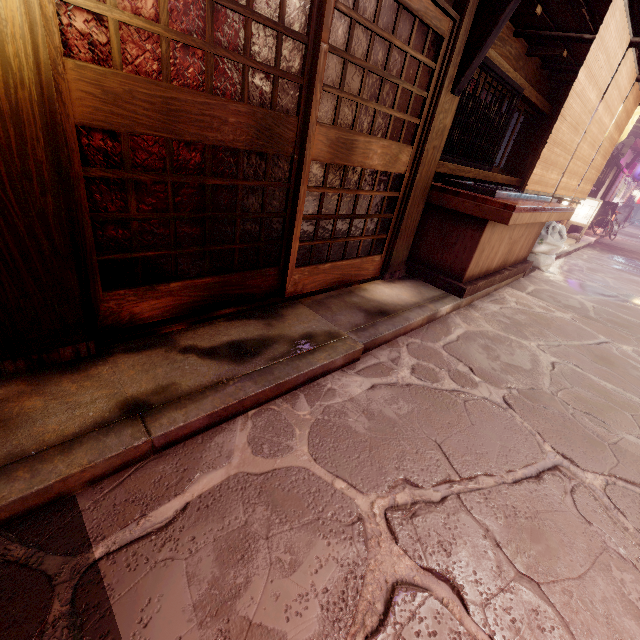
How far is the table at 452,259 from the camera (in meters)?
7.21

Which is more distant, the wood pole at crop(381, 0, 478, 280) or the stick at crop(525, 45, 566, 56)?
the stick at crop(525, 45, 566, 56)

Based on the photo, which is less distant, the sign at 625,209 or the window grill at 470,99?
the window grill at 470,99

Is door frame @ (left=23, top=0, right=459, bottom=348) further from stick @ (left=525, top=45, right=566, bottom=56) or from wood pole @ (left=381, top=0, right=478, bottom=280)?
stick @ (left=525, top=45, right=566, bottom=56)

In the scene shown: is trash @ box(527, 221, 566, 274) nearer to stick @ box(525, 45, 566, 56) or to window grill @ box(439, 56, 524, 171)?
window grill @ box(439, 56, 524, 171)

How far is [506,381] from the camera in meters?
5.8 m

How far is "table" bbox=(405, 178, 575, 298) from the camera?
7.2m

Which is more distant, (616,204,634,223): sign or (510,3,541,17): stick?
(616,204,634,223): sign
